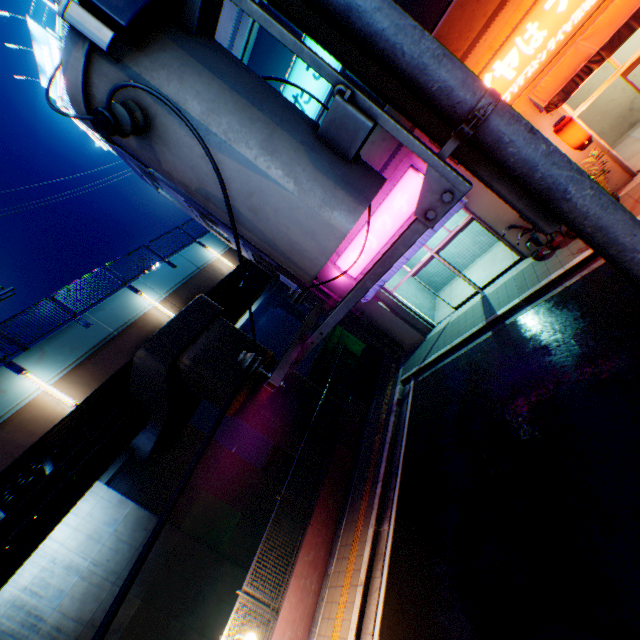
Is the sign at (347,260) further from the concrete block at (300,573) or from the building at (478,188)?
the concrete block at (300,573)

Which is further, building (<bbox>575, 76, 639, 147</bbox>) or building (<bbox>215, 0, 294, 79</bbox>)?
building (<bbox>575, 76, 639, 147</bbox>)

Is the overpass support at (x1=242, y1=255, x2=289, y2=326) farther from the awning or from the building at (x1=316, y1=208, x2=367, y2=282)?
the awning

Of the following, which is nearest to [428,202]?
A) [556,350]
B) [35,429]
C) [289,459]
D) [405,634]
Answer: [556,350]

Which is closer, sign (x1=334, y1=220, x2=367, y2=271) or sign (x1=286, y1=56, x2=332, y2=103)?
sign (x1=286, y1=56, x2=332, y2=103)

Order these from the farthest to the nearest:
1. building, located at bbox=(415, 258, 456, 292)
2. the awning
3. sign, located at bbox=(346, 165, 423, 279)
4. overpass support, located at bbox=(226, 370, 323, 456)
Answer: building, located at bbox=(415, 258, 456, 292) → overpass support, located at bbox=(226, 370, 323, 456) → sign, located at bbox=(346, 165, 423, 279) → the awning

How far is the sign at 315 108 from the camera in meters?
9.9

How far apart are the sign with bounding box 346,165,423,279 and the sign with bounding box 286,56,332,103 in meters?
3.0 m
